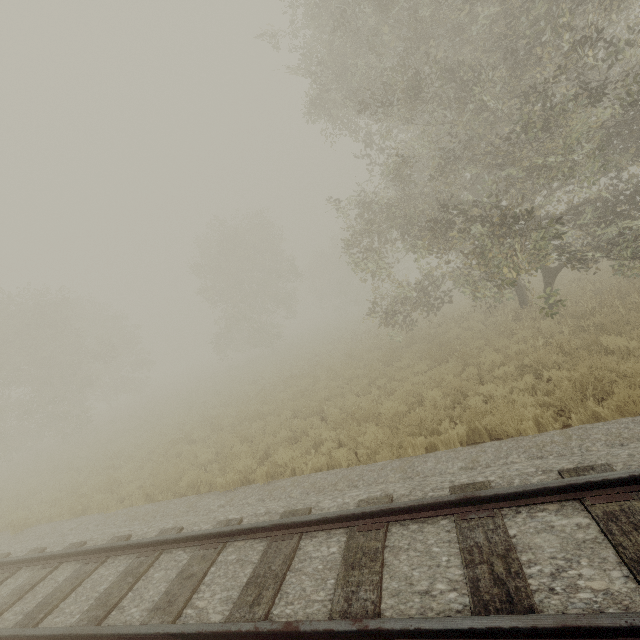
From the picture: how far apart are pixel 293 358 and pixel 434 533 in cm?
2106
